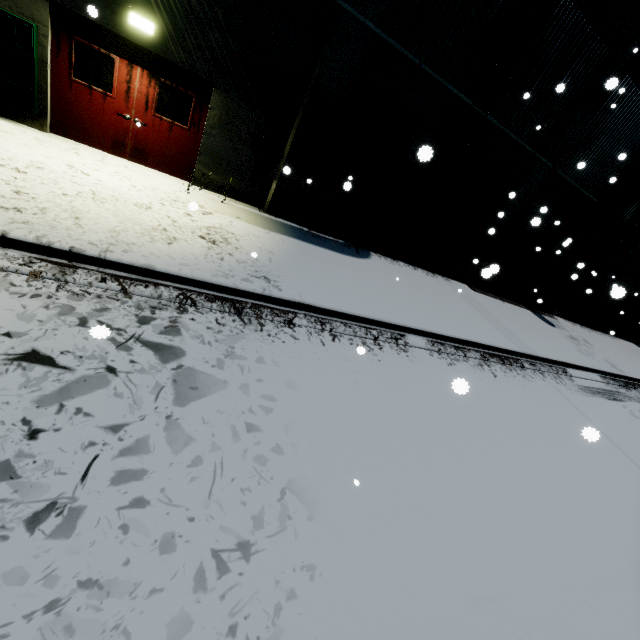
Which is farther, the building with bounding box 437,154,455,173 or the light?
the building with bounding box 437,154,455,173

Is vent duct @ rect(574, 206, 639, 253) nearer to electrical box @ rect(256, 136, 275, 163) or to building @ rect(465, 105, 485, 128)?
building @ rect(465, 105, 485, 128)

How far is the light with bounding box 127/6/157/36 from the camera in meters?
6.2 m

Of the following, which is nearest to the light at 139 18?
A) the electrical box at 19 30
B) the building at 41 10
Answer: the building at 41 10

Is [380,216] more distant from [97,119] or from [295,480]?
[295,480]

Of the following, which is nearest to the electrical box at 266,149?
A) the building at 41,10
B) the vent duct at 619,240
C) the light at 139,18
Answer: the building at 41,10

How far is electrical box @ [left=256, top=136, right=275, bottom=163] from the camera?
8.2 meters
